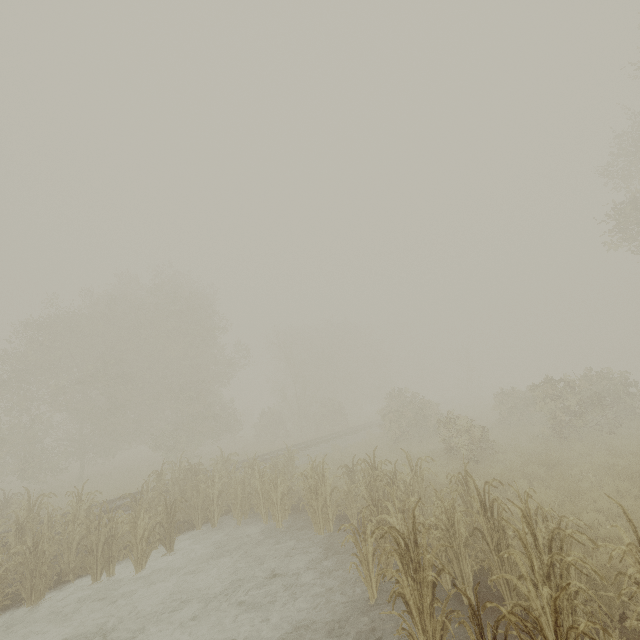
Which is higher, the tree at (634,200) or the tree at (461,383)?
the tree at (634,200)

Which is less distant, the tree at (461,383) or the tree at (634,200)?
the tree at (634,200)

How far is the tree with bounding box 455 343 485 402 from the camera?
46.6 meters

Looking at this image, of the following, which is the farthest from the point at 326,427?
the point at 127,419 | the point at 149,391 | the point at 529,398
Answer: the point at 529,398

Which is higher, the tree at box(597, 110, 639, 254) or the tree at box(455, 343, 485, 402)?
the tree at box(597, 110, 639, 254)

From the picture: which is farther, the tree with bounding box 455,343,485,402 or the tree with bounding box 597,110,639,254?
the tree with bounding box 455,343,485,402
